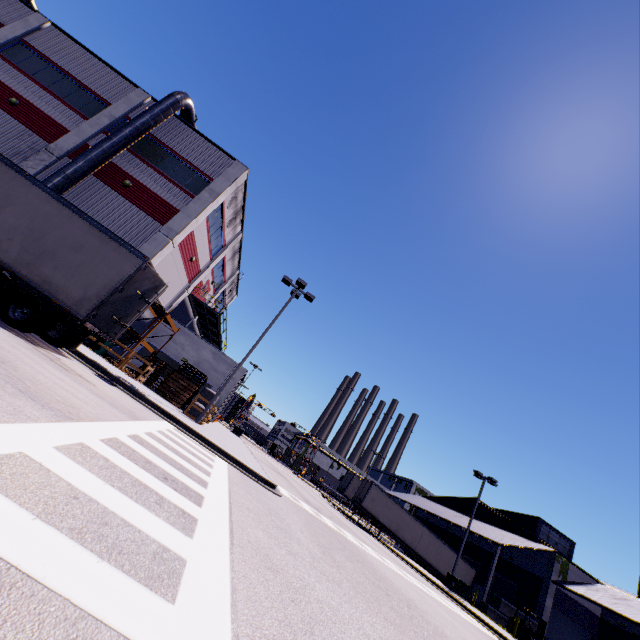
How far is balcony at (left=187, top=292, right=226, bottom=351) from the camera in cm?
2847

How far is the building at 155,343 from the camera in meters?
24.9

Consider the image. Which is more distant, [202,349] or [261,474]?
[202,349]

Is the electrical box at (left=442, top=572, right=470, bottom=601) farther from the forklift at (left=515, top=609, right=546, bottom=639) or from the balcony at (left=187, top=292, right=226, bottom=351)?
the balcony at (left=187, top=292, right=226, bottom=351)

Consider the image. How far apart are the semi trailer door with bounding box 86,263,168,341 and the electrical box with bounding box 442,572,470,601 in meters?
30.7

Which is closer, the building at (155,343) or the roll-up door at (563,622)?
the building at (155,343)

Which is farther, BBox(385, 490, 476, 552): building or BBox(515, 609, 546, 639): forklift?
BBox(385, 490, 476, 552): building

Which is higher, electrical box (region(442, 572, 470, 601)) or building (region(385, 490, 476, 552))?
building (region(385, 490, 476, 552))
